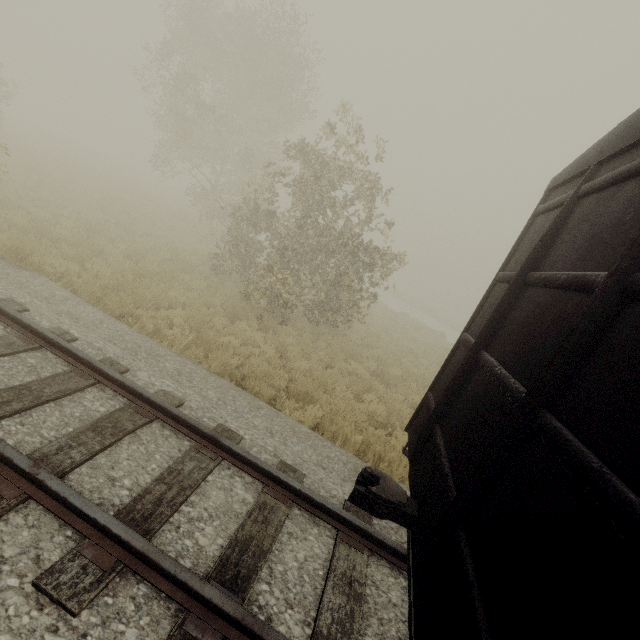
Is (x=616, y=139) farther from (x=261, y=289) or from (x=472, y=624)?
(x=261, y=289)
